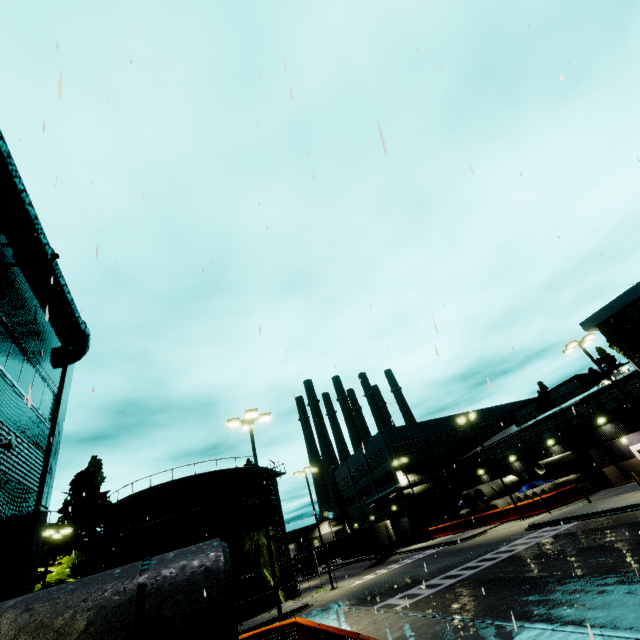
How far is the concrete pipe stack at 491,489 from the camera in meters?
34.7

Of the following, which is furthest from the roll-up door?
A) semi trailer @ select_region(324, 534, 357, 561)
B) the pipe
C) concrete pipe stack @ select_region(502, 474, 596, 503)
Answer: the pipe

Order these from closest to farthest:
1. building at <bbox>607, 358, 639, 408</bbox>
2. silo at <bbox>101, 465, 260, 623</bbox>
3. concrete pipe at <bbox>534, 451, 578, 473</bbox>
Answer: silo at <bbox>101, 465, 260, 623</bbox>
building at <bbox>607, 358, 639, 408</bbox>
concrete pipe at <bbox>534, 451, 578, 473</bbox>

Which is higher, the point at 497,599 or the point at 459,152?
the point at 459,152

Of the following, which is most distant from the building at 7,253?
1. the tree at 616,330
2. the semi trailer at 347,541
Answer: the semi trailer at 347,541

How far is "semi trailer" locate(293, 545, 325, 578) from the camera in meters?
52.2

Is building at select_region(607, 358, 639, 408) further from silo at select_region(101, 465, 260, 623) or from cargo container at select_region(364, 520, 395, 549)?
cargo container at select_region(364, 520, 395, 549)
